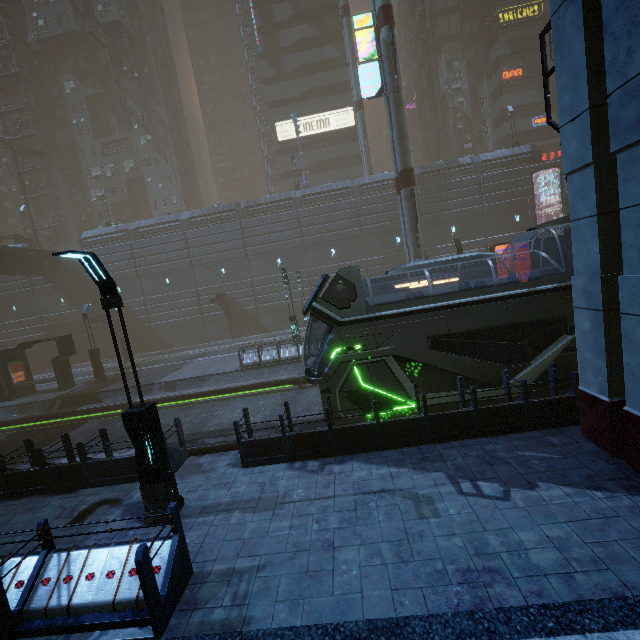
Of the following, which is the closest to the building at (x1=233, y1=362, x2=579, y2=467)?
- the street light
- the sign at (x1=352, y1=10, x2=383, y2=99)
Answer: the sign at (x1=352, y1=10, x2=383, y2=99)

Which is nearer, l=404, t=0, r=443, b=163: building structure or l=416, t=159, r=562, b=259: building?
l=416, t=159, r=562, b=259: building

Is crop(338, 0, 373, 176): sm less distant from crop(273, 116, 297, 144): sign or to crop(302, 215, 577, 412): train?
crop(273, 116, 297, 144): sign

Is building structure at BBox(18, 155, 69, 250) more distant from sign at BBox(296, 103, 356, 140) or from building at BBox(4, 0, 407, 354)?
sign at BBox(296, 103, 356, 140)

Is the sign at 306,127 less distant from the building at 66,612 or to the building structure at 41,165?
the building at 66,612

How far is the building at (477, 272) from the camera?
32.0 meters

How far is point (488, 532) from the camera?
5.17m

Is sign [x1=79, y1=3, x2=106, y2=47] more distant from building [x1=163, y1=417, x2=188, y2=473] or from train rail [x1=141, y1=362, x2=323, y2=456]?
A: train rail [x1=141, y1=362, x2=323, y2=456]
